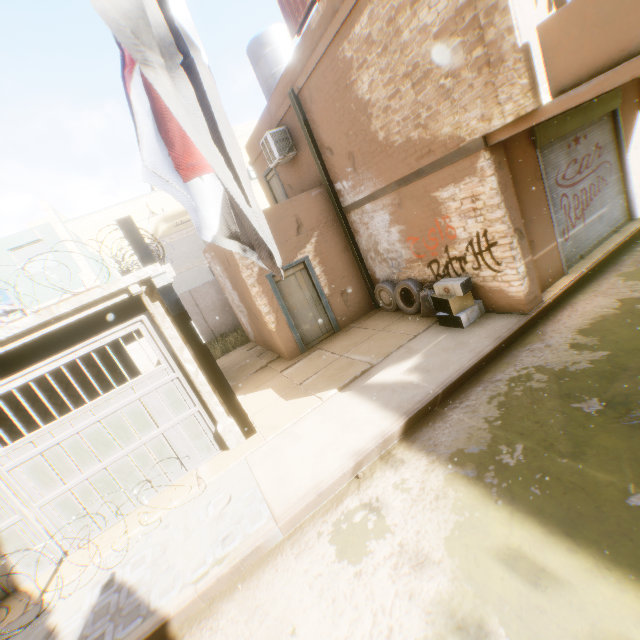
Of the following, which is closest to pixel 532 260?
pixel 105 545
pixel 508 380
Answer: pixel 508 380

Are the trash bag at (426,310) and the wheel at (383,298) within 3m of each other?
yes

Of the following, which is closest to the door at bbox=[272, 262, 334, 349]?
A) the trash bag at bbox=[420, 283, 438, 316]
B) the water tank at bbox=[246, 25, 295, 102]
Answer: the trash bag at bbox=[420, 283, 438, 316]

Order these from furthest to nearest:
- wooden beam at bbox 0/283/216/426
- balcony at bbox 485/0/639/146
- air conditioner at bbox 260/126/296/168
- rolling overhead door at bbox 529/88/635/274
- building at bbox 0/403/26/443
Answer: air conditioner at bbox 260/126/296/168 → building at bbox 0/403/26/443 → rolling overhead door at bbox 529/88/635/274 → wooden beam at bbox 0/283/216/426 → balcony at bbox 485/0/639/146

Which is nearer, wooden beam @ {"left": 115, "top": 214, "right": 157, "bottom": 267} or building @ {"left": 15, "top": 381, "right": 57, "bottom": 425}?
wooden beam @ {"left": 115, "top": 214, "right": 157, "bottom": 267}

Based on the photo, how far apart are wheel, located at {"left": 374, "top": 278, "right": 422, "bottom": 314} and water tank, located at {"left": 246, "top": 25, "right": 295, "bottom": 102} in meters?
7.1

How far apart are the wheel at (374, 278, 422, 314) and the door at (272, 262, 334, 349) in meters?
0.4 m

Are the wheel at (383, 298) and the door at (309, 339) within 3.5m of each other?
yes
